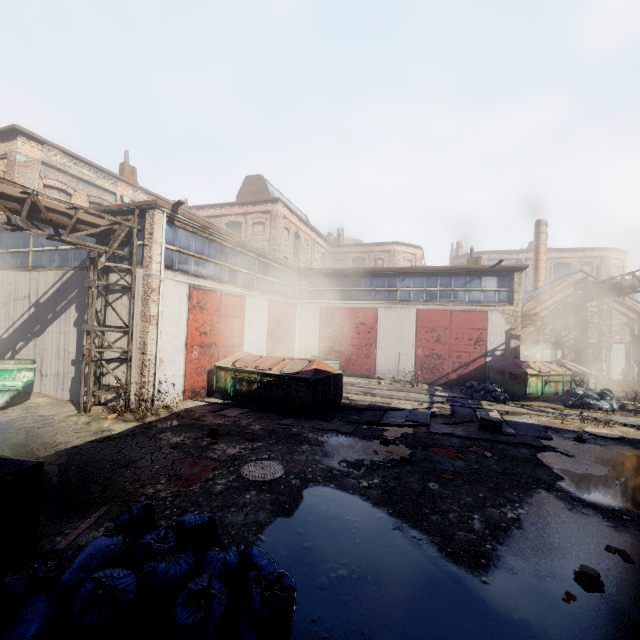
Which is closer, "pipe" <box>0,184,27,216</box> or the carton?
"pipe" <box>0,184,27,216</box>

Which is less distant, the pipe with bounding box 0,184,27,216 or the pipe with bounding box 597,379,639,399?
the pipe with bounding box 0,184,27,216

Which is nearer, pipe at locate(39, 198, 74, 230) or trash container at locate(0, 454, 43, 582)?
trash container at locate(0, 454, 43, 582)

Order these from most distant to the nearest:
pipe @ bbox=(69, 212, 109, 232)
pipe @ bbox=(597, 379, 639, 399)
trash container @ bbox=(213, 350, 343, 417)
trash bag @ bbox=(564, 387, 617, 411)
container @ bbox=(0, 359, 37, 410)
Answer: pipe @ bbox=(597, 379, 639, 399)
trash bag @ bbox=(564, 387, 617, 411)
trash container @ bbox=(213, 350, 343, 417)
container @ bbox=(0, 359, 37, 410)
pipe @ bbox=(69, 212, 109, 232)

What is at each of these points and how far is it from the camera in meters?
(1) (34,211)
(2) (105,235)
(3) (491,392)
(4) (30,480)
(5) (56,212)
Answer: (1) pipe, 8.1
(2) pipe, 9.9
(3) trash bag, 14.5
(4) trash container, 3.5
(5) pipe, 8.6

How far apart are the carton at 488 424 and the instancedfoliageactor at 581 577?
5.6 meters

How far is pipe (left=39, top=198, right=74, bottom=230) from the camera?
8.38m

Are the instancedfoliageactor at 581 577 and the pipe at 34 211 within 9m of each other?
no
